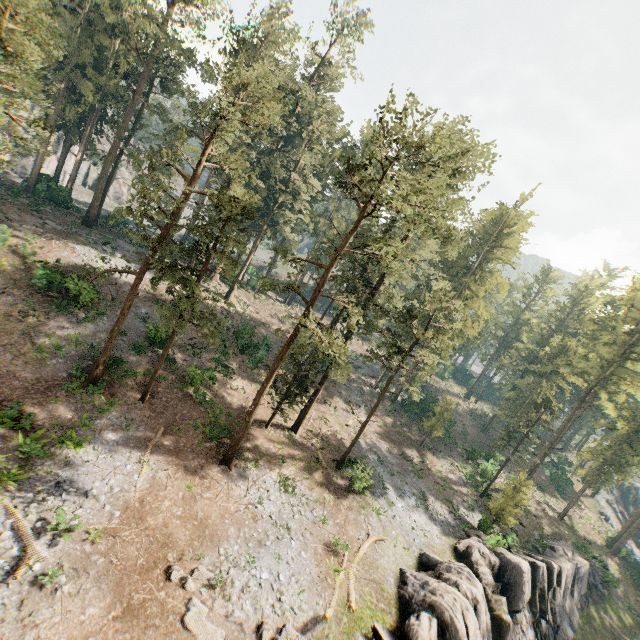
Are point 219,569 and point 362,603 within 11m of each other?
yes

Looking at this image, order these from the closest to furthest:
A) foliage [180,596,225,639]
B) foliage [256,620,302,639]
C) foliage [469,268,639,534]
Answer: foliage [180,596,225,639]
foliage [256,620,302,639]
foliage [469,268,639,534]

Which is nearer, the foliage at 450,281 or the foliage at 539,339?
the foliage at 450,281

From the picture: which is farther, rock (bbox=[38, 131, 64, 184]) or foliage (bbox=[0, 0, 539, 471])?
rock (bbox=[38, 131, 64, 184])

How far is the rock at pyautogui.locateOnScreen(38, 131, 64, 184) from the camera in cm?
4201

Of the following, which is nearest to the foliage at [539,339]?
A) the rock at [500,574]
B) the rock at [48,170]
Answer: the rock at [48,170]

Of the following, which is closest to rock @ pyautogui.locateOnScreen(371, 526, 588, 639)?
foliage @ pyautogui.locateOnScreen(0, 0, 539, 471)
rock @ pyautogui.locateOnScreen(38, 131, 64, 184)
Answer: foliage @ pyautogui.locateOnScreen(0, 0, 539, 471)
